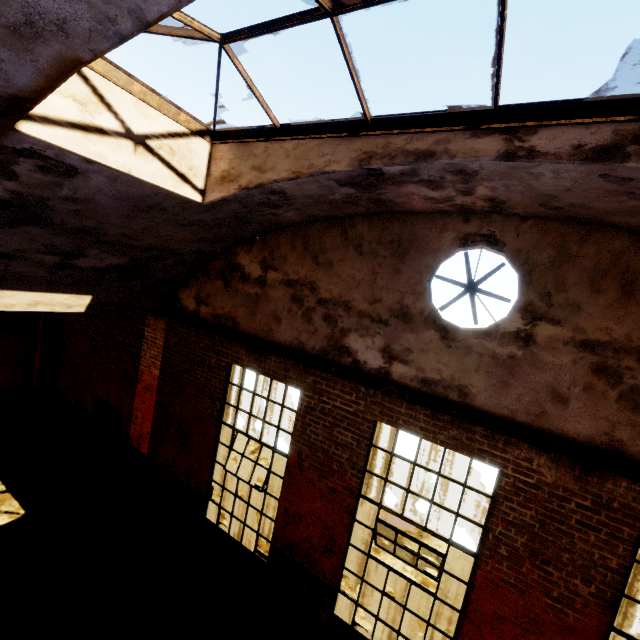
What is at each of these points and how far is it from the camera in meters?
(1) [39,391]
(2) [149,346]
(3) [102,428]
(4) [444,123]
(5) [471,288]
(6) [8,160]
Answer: (1) pillar, 10.0 m
(2) pillar, 7.8 m
(3) door, 9.0 m
(4) window frame, 3.0 m
(5) fan, 4.4 m
(6) building, 3.1 m

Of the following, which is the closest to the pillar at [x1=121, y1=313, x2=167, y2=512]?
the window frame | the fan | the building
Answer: the building

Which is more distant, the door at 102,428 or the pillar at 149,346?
the door at 102,428

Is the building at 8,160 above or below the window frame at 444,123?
below

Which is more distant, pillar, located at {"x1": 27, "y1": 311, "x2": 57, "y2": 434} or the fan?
pillar, located at {"x1": 27, "y1": 311, "x2": 57, "y2": 434}

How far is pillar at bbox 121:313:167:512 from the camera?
7.60m

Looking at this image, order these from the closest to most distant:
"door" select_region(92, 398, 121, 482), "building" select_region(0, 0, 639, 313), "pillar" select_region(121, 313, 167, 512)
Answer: "building" select_region(0, 0, 639, 313), "pillar" select_region(121, 313, 167, 512), "door" select_region(92, 398, 121, 482)

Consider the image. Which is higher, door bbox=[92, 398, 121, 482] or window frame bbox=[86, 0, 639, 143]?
window frame bbox=[86, 0, 639, 143]
